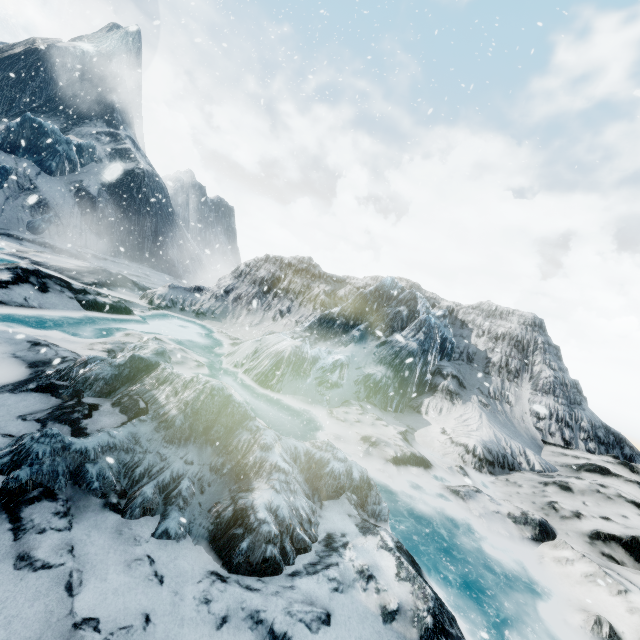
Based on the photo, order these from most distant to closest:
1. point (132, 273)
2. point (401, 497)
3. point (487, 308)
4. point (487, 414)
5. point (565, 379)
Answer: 1. point (132, 273)
2. point (487, 308)
3. point (565, 379)
4. point (487, 414)
5. point (401, 497)
